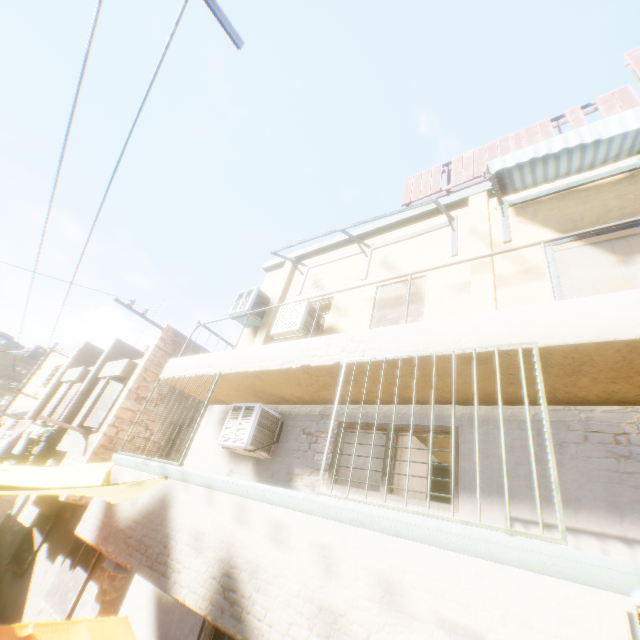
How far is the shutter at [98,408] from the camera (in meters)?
9.20

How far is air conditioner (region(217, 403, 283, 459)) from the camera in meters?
5.7

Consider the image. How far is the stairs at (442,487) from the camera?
8.94m

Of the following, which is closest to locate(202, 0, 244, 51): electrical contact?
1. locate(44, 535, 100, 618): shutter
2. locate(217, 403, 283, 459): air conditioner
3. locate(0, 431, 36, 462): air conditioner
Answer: locate(217, 403, 283, 459): air conditioner

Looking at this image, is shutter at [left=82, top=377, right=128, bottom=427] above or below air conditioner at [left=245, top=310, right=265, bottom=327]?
below

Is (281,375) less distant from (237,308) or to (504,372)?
(504,372)

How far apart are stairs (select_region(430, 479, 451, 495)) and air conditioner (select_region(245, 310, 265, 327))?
6.5m

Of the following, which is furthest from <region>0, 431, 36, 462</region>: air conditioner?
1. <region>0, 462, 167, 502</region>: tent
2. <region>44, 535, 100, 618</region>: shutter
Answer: <region>0, 462, 167, 502</region>: tent
